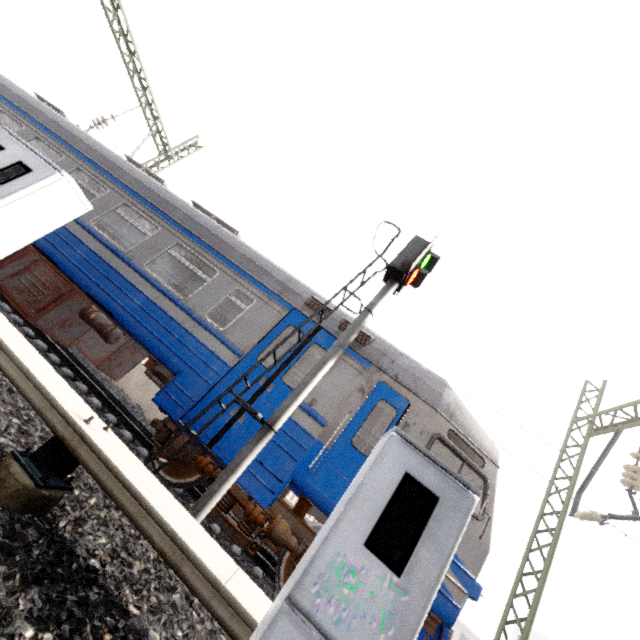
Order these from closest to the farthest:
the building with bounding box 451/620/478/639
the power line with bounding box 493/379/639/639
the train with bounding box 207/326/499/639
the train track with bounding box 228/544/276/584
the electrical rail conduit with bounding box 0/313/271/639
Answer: the electrical rail conduit with bounding box 0/313/271/639 < the train with bounding box 207/326/499/639 < the train track with bounding box 228/544/276/584 < the power line with bounding box 493/379/639/639 < the building with bounding box 451/620/478/639

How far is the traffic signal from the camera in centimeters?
393cm

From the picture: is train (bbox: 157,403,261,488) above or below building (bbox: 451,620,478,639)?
below

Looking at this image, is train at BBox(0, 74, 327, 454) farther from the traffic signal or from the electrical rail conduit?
the electrical rail conduit

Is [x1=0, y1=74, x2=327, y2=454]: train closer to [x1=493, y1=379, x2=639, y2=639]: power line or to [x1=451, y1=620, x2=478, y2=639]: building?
[x1=493, y1=379, x2=639, y2=639]: power line

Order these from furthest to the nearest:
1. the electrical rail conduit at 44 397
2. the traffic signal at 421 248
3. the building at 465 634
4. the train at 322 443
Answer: the building at 465 634 < the train at 322 443 < the traffic signal at 421 248 < the electrical rail conduit at 44 397

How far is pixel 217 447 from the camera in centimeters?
498cm

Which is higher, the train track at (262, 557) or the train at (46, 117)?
the train at (46, 117)
